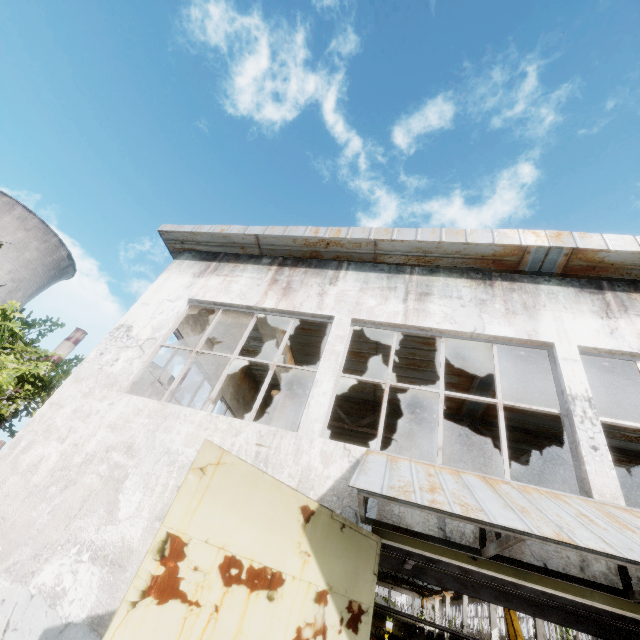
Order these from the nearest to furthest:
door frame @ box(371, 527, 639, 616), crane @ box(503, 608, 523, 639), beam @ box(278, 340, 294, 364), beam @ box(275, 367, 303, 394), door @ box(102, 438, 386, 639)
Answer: door @ box(102, 438, 386, 639) < door frame @ box(371, 527, 639, 616) < beam @ box(278, 340, 294, 364) < beam @ box(275, 367, 303, 394) < crane @ box(503, 608, 523, 639)

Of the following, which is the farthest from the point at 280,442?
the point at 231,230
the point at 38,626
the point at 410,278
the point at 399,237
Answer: the point at 231,230

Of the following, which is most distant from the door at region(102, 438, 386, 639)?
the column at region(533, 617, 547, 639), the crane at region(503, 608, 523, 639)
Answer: the column at region(533, 617, 547, 639)

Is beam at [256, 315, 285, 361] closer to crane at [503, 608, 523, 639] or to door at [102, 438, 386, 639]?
crane at [503, 608, 523, 639]

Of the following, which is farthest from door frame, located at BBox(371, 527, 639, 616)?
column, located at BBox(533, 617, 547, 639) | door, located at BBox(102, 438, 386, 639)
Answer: column, located at BBox(533, 617, 547, 639)

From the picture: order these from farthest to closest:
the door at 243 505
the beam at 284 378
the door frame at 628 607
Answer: the beam at 284 378
the door frame at 628 607
the door at 243 505

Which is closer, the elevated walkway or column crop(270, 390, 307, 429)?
the elevated walkway

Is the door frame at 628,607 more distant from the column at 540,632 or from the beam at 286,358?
the column at 540,632
